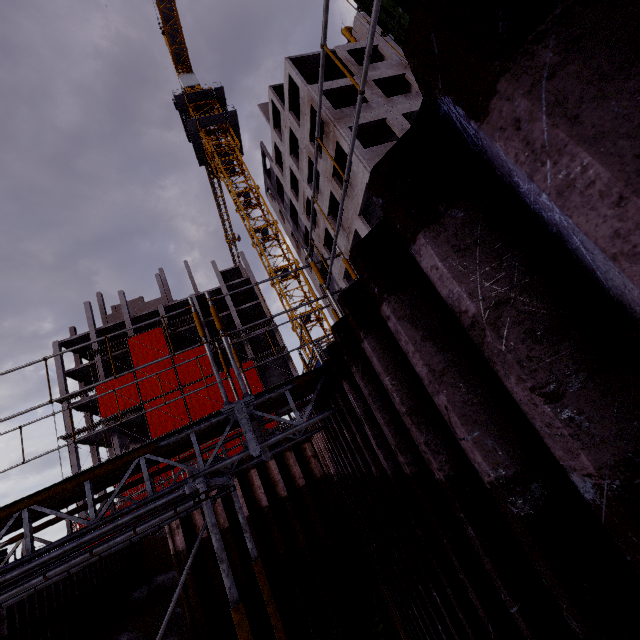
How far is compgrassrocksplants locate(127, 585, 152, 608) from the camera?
16.78m

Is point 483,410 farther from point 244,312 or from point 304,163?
point 244,312

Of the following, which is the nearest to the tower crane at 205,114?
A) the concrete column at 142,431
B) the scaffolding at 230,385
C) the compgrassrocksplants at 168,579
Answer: the scaffolding at 230,385

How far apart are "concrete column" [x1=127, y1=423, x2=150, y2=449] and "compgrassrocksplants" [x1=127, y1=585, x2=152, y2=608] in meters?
21.7

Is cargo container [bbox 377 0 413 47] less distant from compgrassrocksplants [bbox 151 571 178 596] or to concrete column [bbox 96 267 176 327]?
compgrassrocksplants [bbox 151 571 178 596]

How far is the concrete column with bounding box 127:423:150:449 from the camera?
36.94m

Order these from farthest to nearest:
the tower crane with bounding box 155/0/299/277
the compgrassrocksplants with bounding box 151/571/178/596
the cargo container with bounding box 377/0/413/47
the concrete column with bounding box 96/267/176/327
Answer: the concrete column with bounding box 96/267/176/327 < the tower crane with bounding box 155/0/299/277 < the compgrassrocksplants with bounding box 151/571/178/596 < the cargo container with bounding box 377/0/413/47

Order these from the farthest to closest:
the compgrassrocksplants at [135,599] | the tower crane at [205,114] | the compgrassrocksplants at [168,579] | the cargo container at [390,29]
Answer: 1. the tower crane at [205,114]
2. the compgrassrocksplants at [168,579]
3. the compgrassrocksplants at [135,599]
4. the cargo container at [390,29]
